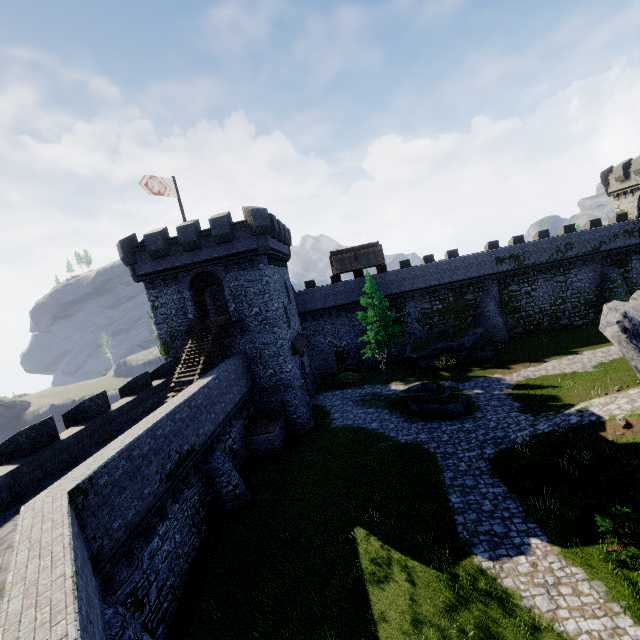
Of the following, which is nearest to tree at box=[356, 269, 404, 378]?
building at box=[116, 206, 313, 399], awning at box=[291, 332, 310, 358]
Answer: awning at box=[291, 332, 310, 358]

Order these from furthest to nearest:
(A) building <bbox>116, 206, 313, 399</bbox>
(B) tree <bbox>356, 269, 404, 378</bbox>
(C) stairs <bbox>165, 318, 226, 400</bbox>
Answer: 1. (B) tree <bbox>356, 269, 404, 378</bbox>
2. (A) building <bbox>116, 206, 313, 399</bbox>
3. (C) stairs <bbox>165, 318, 226, 400</bbox>

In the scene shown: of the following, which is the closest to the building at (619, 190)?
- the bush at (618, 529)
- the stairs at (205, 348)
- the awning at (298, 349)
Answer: the bush at (618, 529)

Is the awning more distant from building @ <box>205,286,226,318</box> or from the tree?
the tree

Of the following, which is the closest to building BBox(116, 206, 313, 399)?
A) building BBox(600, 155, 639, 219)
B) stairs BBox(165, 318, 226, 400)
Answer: stairs BBox(165, 318, 226, 400)

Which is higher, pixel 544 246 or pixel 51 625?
pixel 544 246

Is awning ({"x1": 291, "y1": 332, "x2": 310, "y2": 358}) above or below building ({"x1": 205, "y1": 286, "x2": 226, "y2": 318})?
below

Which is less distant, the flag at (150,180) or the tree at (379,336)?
the flag at (150,180)
